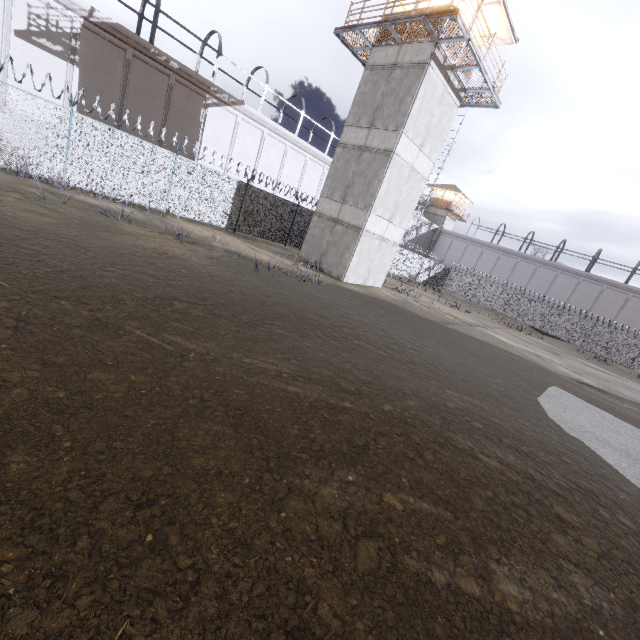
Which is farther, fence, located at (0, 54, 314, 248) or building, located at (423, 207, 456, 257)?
building, located at (423, 207, 456, 257)

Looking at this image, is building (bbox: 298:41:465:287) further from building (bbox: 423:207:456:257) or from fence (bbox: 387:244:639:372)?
Answer: building (bbox: 423:207:456:257)

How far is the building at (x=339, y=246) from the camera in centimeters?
1583cm

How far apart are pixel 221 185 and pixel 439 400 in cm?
1600

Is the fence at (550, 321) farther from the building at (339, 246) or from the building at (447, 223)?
the building at (447, 223)

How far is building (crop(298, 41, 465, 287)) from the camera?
15.8 meters

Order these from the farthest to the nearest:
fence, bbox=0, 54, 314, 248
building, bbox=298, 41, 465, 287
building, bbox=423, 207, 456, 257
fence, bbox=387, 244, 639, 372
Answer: building, bbox=423, 207, 456, 257 → fence, bbox=387, 244, 639, 372 → building, bbox=298, 41, 465, 287 → fence, bbox=0, 54, 314, 248
